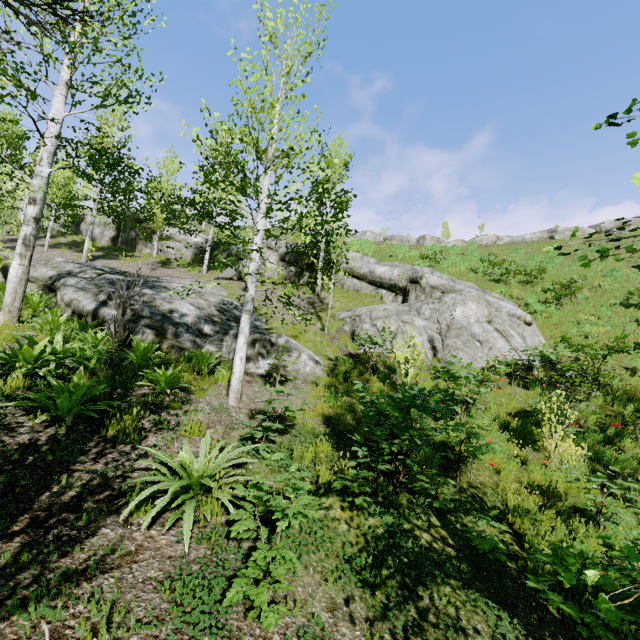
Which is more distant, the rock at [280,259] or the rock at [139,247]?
the rock at [139,247]

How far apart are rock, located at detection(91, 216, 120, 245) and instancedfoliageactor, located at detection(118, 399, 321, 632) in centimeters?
3030cm

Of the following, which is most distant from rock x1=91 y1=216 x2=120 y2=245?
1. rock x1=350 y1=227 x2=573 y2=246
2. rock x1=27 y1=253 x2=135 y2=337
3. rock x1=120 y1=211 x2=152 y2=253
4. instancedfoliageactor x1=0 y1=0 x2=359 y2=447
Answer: rock x1=350 y1=227 x2=573 y2=246

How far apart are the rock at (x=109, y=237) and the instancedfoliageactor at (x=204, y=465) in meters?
30.3

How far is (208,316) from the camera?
10.51m

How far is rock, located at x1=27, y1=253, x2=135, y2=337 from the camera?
7.8 meters

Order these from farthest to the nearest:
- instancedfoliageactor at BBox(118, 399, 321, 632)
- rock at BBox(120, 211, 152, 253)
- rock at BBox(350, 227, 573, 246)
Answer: rock at BBox(350, 227, 573, 246), rock at BBox(120, 211, 152, 253), instancedfoliageactor at BBox(118, 399, 321, 632)

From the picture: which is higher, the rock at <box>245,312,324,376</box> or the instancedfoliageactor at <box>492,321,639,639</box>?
the rock at <box>245,312,324,376</box>
